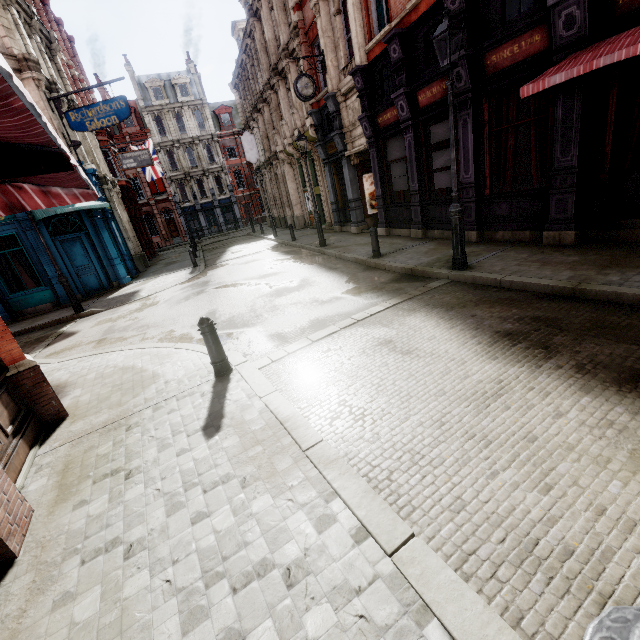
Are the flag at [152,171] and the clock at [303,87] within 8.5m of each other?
no

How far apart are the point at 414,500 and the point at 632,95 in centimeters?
878cm

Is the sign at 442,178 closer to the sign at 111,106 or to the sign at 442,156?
the sign at 442,156

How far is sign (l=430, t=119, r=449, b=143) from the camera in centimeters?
963cm

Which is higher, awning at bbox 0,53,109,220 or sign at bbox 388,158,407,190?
awning at bbox 0,53,109,220

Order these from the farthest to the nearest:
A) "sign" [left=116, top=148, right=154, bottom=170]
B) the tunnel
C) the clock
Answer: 1. "sign" [left=116, top=148, right=154, bottom=170]
2. the tunnel
3. the clock

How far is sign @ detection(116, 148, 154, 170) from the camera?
21.52m

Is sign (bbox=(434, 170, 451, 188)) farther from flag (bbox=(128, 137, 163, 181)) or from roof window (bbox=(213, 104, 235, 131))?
roof window (bbox=(213, 104, 235, 131))
